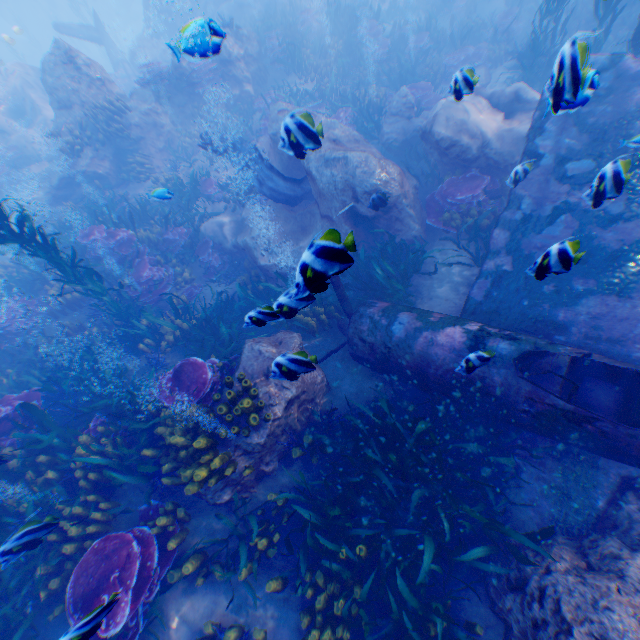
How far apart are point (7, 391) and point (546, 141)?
13.3m

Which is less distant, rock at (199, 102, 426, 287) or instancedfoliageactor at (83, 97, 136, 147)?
rock at (199, 102, 426, 287)

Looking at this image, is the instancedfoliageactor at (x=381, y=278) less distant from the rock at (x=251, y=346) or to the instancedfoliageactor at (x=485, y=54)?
the rock at (x=251, y=346)

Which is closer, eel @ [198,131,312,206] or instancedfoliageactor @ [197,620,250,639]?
instancedfoliageactor @ [197,620,250,639]

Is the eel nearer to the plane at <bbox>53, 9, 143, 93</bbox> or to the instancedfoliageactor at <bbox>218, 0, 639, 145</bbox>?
the instancedfoliageactor at <bbox>218, 0, 639, 145</bbox>

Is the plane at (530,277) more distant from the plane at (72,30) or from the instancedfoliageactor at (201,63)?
the plane at (72,30)

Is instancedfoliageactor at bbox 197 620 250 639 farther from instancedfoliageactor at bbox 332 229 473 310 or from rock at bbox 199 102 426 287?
instancedfoliageactor at bbox 332 229 473 310
